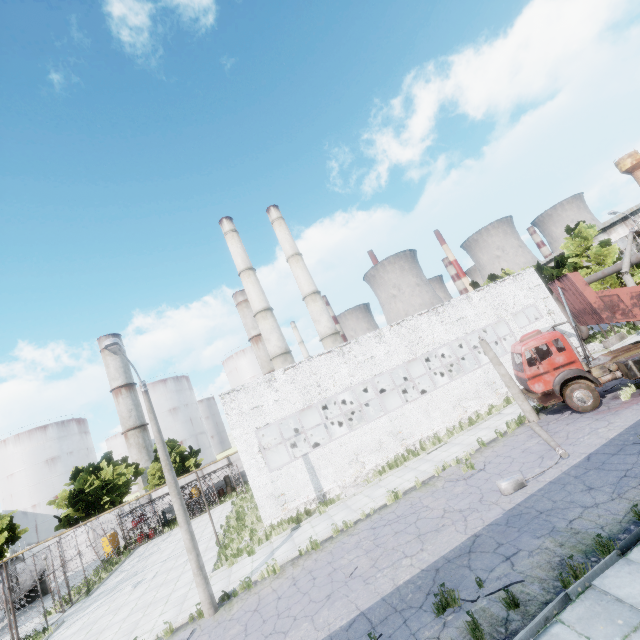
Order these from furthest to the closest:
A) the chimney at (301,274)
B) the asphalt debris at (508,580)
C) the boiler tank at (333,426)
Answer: the chimney at (301,274)
the boiler tank at (333,426)
the asphalt debris at (508,580)

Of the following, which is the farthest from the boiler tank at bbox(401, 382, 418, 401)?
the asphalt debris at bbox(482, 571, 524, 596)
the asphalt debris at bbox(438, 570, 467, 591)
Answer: the asphalt debris at bbox(482, 571, 524, 596)

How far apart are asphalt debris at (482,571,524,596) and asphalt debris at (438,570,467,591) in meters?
0.2

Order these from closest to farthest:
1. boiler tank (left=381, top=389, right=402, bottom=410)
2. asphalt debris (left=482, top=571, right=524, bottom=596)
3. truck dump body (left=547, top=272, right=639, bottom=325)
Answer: asphalt debris (left=482, top=571, right=524, bottom=596) < truck dump body (left=547, top=272, right=639, bottom=325) < boiler tank (left=381, top=389, right=402, bottom=410)

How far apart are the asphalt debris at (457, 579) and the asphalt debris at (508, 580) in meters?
0.2 m

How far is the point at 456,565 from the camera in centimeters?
839cm

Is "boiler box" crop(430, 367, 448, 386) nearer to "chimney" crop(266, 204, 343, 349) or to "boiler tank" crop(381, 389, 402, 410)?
"boiler tank" crop(381, 389, 402, 410)
